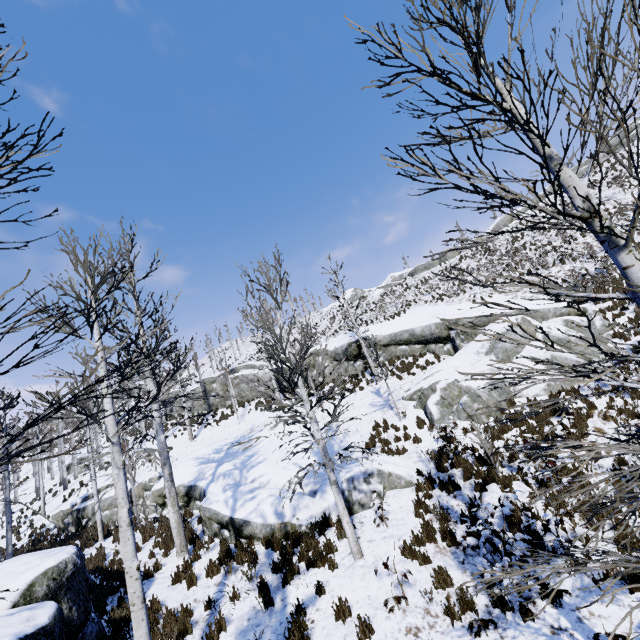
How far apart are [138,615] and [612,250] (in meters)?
7.81

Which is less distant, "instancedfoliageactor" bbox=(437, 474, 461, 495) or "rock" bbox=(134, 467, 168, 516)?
"instancedfoliageactor" bbox=(437, 474, 461, 495)

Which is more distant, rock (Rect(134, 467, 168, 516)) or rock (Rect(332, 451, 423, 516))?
rock (Rect(134, 467, 168, 516))

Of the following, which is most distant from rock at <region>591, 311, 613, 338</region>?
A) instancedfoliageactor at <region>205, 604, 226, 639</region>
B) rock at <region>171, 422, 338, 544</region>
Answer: instancedfoliageactor at <region>205, 604, 226, 639</region>

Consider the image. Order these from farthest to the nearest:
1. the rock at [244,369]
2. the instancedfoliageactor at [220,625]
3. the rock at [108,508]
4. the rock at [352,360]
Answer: the rock at [244,369]
the rock at [352,360]
the rock at [108,508]
the instancedfoliageactor at [220,625]

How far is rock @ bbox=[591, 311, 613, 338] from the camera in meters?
13.5

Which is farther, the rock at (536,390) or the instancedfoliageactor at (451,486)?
the rock at (536,390)

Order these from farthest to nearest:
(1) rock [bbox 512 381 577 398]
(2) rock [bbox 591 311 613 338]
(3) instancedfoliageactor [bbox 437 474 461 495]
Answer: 1. (2) rock [bbox 591 311 613 338]
2. (1) rock [bbox 512 381 577 398]
3. (3) instancedfoliageactor [bbox 437 474 461 495]
